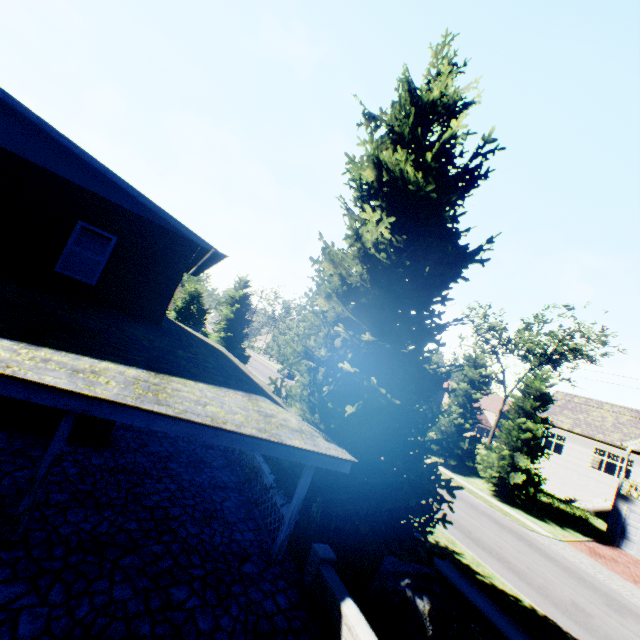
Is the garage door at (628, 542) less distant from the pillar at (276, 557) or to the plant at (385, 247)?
the plant at (385, 247)

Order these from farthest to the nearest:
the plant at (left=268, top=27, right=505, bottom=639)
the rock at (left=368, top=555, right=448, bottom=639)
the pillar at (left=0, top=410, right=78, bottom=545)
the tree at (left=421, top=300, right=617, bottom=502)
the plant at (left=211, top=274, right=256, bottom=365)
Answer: the plant at (left=211, top=274, right=256, bottom=365), the tree at (left=421, top=300, right=617, bottom=502), the plant at (left=268, top=27, right=505, bottom=639), the rock at (left=368, top=555, right=448, bottom=639), the pillar at (left=0, top=410, right=78, bottom=545)

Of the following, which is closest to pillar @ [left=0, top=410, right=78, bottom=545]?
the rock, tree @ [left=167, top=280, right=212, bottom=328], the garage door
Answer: the rock

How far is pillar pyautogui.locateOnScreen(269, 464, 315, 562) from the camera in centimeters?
775cm

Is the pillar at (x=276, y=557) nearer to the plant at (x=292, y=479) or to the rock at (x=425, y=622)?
the plant at (x=292, y=479)

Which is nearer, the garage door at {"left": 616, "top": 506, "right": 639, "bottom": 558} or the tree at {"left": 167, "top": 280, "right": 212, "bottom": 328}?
the garage door at {"left": 616, "top": 506, "right": 639, "bottom": 558}

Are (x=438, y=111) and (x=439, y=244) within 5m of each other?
yes

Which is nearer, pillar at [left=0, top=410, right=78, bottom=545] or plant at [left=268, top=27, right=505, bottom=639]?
pillar at [left=0, top=410, right=78, bottom=545]
